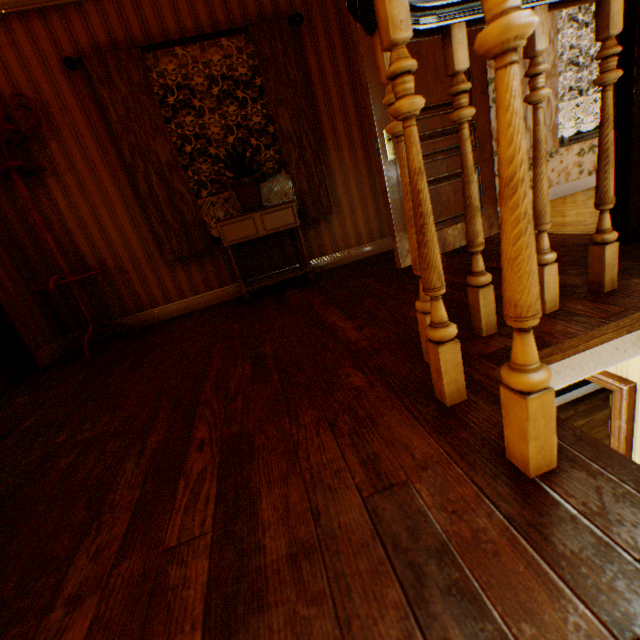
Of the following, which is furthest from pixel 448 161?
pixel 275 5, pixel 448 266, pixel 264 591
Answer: pixel 264 591

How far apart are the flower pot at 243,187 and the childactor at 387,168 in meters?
1.1 m

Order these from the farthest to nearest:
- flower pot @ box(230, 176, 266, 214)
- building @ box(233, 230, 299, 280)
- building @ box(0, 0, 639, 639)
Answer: building @ box(233, 230, 299, 280) < flower pot @ box(230, 176, 266, 214) < building @ box(0, 0, 639, 639)

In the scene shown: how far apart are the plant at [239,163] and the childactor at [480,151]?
0.91m

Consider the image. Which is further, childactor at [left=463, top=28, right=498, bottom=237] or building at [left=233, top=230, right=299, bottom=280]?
building at [left=233, top=230, right=299, bottom=280]

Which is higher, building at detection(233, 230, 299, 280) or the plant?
the plant

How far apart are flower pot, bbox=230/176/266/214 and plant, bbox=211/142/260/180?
0.02m

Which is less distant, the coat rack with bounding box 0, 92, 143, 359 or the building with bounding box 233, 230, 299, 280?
the coat rack with bounding box 0, 92, 143, 359
